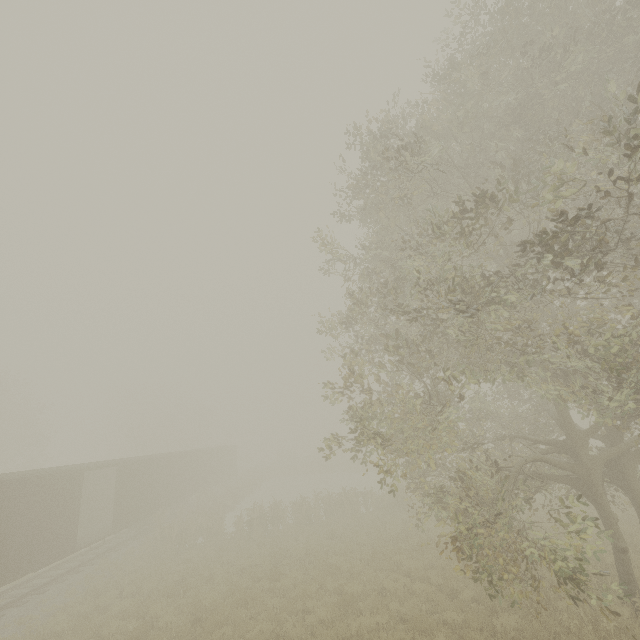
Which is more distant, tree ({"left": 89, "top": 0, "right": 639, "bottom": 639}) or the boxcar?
the boxcar

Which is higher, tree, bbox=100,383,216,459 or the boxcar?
tree, bbox=100,383,216,459

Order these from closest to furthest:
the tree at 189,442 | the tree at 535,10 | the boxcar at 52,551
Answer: the tree at 535,10
the boxcar at 52,551
the tree at 189,442

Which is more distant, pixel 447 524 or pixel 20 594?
pixel 20 594

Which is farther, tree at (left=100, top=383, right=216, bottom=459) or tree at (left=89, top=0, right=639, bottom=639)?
tree at (left=100, top=383, right=216, bottom=459)

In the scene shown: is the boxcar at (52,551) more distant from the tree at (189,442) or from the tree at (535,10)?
the tree at (189,442)

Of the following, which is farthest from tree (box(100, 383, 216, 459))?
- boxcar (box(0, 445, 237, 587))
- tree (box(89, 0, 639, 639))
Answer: tree (box(89, 0, 639, 639))
